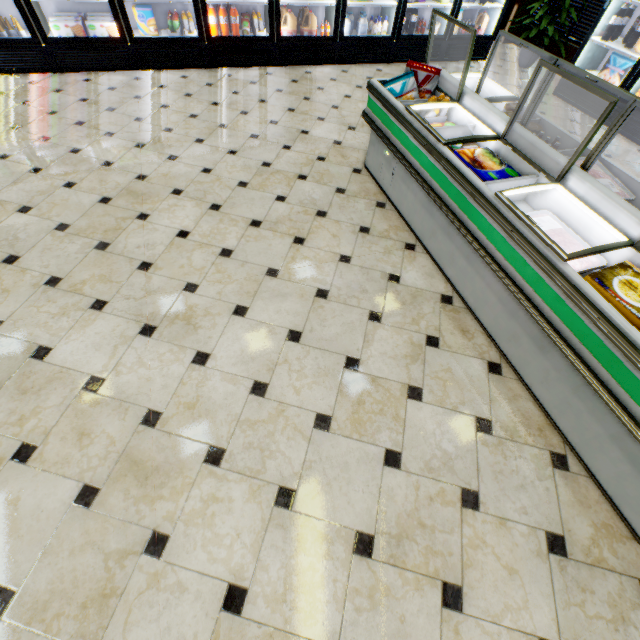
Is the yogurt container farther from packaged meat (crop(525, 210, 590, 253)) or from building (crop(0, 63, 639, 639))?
packaged meat (crop(525, 210, 590, 253))

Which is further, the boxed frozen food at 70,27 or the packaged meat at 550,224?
the boxed frozen food at 70,27

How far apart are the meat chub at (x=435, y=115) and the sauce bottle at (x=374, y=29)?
3.80m

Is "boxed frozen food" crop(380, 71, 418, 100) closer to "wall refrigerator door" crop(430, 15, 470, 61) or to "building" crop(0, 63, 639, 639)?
"building" crop(0, 63, 639, 639)

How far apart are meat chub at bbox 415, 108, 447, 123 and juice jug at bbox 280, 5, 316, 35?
3.5 meters

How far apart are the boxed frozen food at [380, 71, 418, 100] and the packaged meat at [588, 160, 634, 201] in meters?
1.2

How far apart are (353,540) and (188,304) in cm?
180

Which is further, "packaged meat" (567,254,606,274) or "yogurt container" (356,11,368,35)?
"yogurt container" (356,11,368,35)
